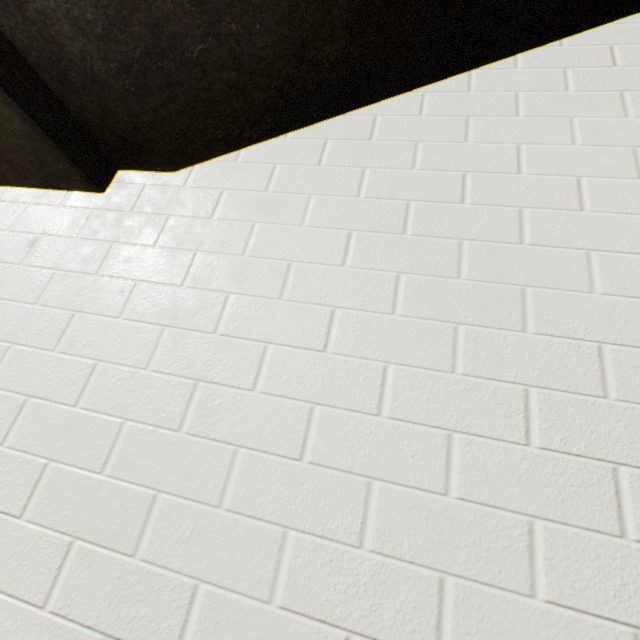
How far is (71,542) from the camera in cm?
92
